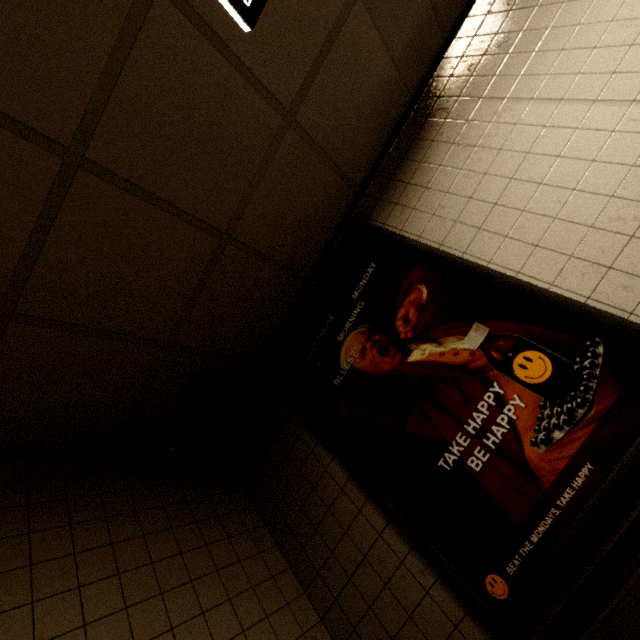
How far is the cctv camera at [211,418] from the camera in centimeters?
189cm

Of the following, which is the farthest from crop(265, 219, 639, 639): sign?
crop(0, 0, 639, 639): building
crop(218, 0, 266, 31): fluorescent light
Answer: crop(218, 0, 266, 31): fluorescent light

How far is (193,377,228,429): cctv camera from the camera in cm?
189

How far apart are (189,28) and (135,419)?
2.0m

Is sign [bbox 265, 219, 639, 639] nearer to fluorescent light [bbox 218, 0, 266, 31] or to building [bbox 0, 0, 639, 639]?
building [bbox 0, 0, 639, 639]

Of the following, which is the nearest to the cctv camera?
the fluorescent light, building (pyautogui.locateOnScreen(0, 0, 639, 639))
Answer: building (pyautogui.locateOnScreen(0, 0, 639, 639))

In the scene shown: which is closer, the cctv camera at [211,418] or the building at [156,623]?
the building at [156,623]
